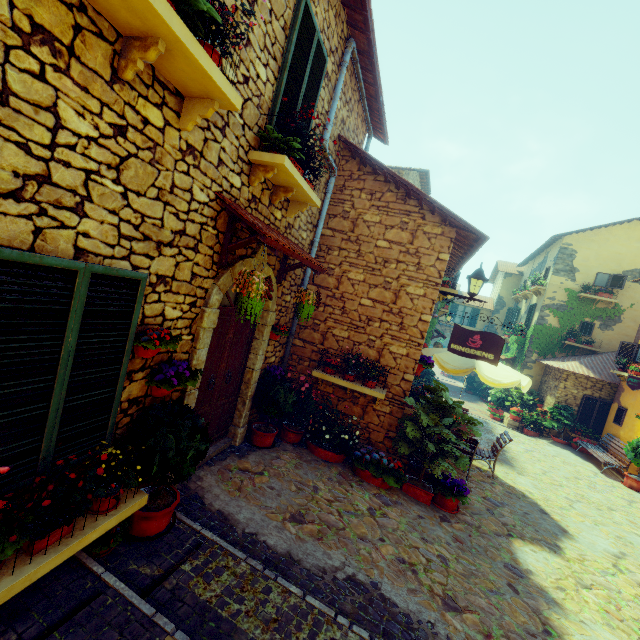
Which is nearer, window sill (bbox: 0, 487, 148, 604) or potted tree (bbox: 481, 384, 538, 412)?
window sill (bbox: 0, 487, 148, 604)

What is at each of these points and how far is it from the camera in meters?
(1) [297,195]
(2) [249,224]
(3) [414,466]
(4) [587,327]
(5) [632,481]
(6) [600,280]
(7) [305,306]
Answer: (1) window sill, 4.8
(2) door eaves, 3.4
(3) flower pot, 6.6
(4) window, 15.9
(5) flower pot, 10.1
(6) window, 15.8
(7) flower pot, 5.3

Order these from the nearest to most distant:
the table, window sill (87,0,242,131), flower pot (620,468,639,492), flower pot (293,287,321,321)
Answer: window sill (87,0,242,131) < flower pot (293,287,321,321) < the table < flower pot (620,468,639,492)

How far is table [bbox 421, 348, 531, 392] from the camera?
7.0m

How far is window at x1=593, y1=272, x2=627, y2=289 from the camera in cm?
1524

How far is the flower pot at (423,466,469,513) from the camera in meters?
5.8

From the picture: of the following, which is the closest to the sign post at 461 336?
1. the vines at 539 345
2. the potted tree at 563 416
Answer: the potted tree at 563 416

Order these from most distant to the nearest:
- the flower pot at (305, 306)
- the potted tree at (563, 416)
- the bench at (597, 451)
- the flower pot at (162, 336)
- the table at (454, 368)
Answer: the potted tree at (563, 416) → the bench at (597, 451) → the table at (454, 368) → the flower pot at (305, 306) → the flower pot at (162, 336)
